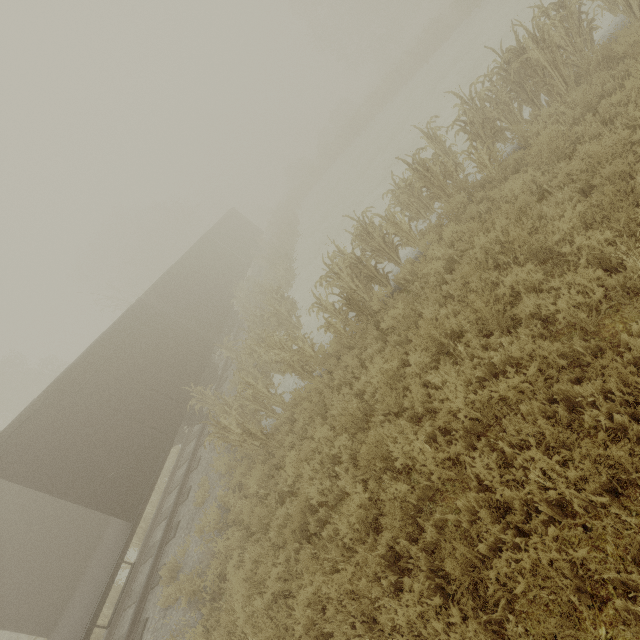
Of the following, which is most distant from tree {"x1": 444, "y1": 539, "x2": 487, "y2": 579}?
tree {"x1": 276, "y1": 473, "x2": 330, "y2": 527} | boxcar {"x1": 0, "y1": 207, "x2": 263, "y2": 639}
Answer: boxcar {"x1": 0, "y1": 207, "x2": 263, "y2": 639}

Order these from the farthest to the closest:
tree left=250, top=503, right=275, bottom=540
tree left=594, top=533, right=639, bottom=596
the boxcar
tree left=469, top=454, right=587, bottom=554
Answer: the boxcar
tree left=250, top=503, right=275, bottom=540
tree left=469, top=454, right=587, bottom=554
tree left=594, top=533, right=639, bottom=596

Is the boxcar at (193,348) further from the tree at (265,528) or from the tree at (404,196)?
the tree at (404,196)

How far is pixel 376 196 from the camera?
16.3m

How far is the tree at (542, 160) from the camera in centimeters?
559cm

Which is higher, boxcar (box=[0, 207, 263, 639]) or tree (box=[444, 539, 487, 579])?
boxcar (box=[0, 207, 263, 639])

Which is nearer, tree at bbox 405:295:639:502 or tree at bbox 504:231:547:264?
tree at bbox 405:295:639:502
